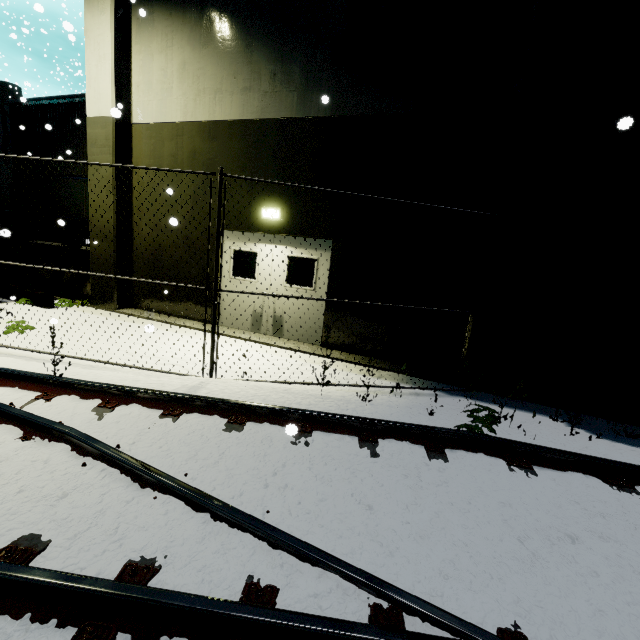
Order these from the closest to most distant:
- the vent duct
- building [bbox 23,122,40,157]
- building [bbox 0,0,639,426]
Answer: the vent duct, building [bbox 0,0,639,426], building [bbox 23,122,40,157]

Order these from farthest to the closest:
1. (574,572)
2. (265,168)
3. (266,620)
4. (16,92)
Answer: (16,92), (265,168), (574,572), (266,620)

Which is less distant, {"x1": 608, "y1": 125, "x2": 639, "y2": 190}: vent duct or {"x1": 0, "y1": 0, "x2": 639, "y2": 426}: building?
{"x1": 608, "y1": 125, "x2": 639, "y2": 190}: vent duct

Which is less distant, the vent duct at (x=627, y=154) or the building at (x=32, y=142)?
the vent duct at (x=627, y=154)

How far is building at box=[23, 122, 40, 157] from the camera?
12.2m

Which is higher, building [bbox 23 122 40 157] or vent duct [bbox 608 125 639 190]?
building [bbox 23 122 40 157]
